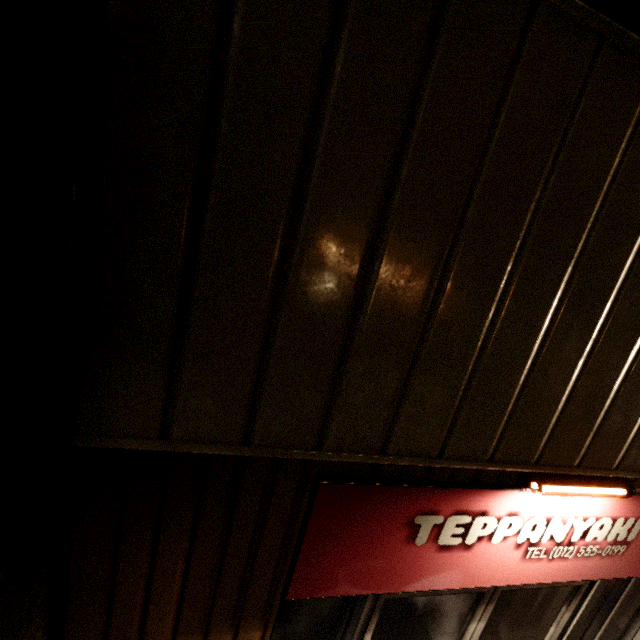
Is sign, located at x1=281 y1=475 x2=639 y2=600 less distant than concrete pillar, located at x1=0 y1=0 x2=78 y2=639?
No

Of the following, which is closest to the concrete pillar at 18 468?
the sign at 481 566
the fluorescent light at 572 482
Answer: the sign at 481 566

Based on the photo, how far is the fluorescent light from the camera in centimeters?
173cm

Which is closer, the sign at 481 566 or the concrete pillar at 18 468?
the concrete pillar at 18 468

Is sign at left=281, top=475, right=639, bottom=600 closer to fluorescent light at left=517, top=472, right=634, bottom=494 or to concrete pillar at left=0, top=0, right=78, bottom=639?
fluorescent light at left=517, top=472, right=634, bottom=494

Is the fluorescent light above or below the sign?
above

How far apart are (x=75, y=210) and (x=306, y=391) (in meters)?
0.93
